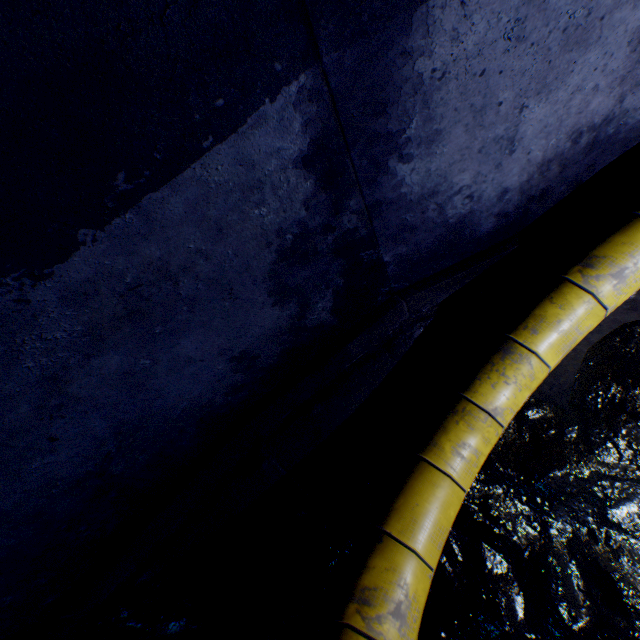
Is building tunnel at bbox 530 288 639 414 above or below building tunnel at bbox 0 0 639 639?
below

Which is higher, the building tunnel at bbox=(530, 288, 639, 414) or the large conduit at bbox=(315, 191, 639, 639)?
the large conduit at bbox=(315, 191, 639, 639)

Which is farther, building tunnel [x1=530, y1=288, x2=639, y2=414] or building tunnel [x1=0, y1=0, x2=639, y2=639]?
building tunnel [x1=530, y1=288, x2=639, y2=414]

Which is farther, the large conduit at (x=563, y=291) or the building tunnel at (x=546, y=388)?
the building tunnel at (x=546, y=388)

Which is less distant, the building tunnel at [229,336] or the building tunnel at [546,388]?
the building tunnel at [229,336]

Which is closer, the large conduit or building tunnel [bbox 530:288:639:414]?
the large conduit

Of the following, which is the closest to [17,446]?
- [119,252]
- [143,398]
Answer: [143,398]
